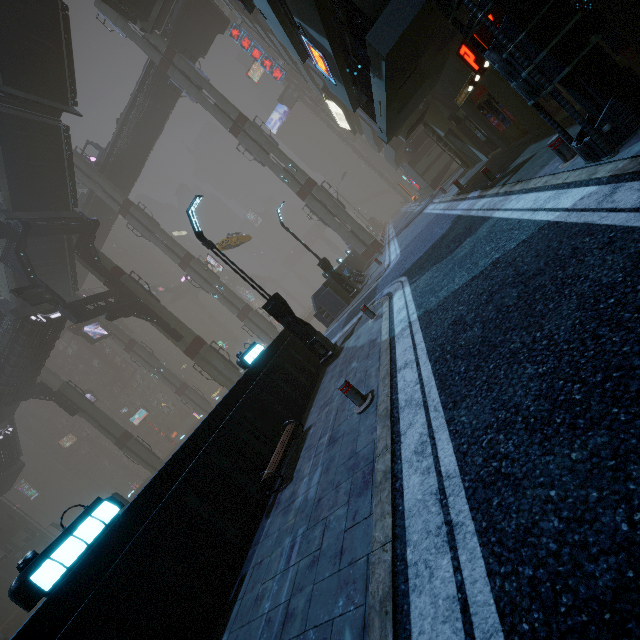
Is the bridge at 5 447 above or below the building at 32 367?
below

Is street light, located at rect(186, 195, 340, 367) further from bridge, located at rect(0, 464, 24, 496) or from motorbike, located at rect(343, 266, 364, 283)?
bridge, located at rect(0, 464, 24, 496)

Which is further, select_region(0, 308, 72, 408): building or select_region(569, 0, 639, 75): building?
select_region(0, 308, 72, 408): building

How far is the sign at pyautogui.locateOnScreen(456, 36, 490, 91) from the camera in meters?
9.0

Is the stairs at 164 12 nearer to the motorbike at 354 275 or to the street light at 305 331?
the street light at 305 331

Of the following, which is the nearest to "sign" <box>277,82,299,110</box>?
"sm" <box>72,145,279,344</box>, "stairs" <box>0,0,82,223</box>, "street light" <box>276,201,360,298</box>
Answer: "stairs" <box>0,0,82,223</box>

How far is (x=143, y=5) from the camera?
24.2 meters

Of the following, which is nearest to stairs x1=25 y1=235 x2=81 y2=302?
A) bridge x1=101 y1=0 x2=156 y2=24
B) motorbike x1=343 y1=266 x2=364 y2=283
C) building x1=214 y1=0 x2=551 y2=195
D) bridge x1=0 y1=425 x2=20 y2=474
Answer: bridge x1=101 y1=0 x2=156 y2=24
